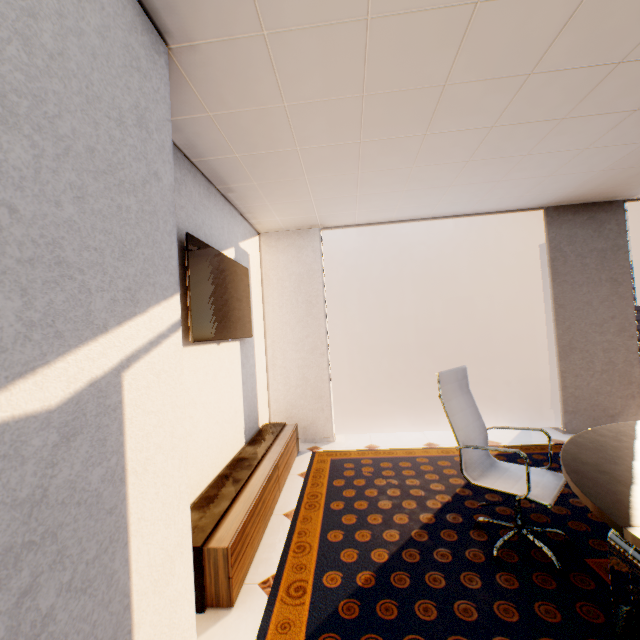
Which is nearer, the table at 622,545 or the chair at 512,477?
the table at 622,545

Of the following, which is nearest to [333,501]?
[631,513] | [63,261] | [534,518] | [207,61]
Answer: [534,518]

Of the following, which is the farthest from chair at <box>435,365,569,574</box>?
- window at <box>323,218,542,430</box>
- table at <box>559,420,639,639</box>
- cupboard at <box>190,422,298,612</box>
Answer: window at <box>323,218,542,430</box>

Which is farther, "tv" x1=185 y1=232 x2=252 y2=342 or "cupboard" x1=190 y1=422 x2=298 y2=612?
"tv" x1=185 y1=232 x2=252 y2=342

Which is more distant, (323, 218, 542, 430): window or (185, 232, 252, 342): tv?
(323, 218, 542, 430): window

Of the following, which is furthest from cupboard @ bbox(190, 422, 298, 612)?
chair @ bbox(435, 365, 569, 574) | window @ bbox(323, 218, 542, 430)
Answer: chair @ bbox(435, 365, 569, 574)

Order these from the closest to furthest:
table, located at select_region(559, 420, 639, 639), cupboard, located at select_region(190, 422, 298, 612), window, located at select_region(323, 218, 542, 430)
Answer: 1. table, located at select_region(559, 420, 639, 639)
2. cupboard, located at select_region(190, 422, 298, 612)
3. window, located at select_region(323, 218, 542, 430)

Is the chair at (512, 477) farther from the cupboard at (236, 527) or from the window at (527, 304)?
the window at (527, 304)
